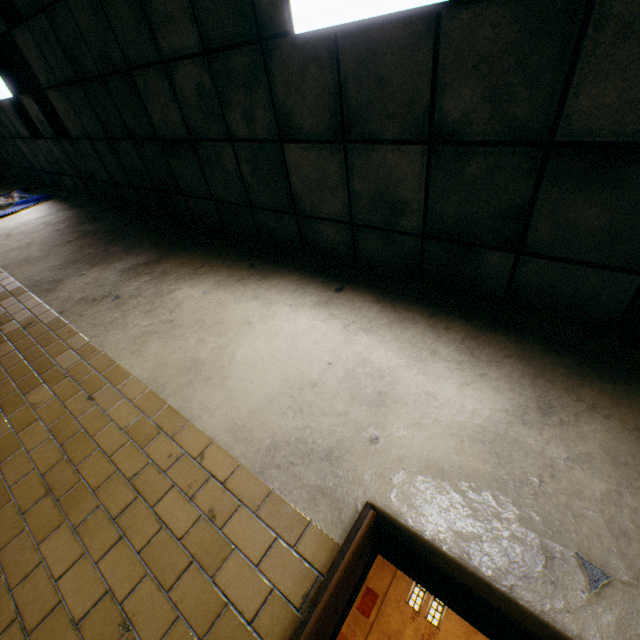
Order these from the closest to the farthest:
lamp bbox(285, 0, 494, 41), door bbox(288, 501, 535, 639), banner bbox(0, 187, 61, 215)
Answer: door bbox(288, 501, 535, 639), lamp bbox(285, 0, 494, 41), banner bbox(0, 187, 61, 215)

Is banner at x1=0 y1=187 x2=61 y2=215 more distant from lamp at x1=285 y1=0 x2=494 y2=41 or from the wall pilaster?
the wall pilaster

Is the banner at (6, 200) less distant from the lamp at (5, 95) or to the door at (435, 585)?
the lamp at (5, 95)

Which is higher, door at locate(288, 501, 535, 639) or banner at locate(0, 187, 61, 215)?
banner at locate(0, 187, 61, 215)

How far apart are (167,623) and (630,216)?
2.95m

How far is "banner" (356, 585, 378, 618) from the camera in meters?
22.1

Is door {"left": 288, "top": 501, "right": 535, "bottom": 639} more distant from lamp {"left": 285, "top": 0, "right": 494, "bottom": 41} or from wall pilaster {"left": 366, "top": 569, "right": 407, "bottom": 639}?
wall pilaster {"left": 366, "top": 569, "right": 407, "bottom": 639}

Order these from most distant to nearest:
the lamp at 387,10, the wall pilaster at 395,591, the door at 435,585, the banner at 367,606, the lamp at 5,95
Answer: the banner at 367,606 → the wall pilaster at 395,591 → the lamp at 5,95 → the lamp at 387,10 → the door at 435,585
